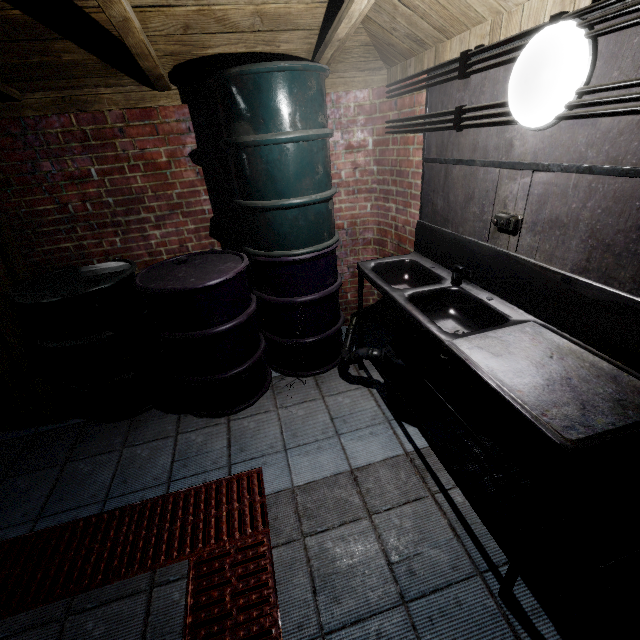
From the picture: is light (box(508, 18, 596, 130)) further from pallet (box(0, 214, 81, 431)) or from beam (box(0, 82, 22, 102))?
pallet (box(0, 214, 81, 431))

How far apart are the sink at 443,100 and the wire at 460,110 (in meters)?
0.03

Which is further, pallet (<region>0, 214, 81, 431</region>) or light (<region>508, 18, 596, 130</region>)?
pallet (<region>0, 214, 81, 431</region>)

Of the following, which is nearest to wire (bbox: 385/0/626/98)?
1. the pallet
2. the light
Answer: the light

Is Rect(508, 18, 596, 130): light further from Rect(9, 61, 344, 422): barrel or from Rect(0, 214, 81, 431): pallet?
Rect(0, 214, 81, 431): pallet

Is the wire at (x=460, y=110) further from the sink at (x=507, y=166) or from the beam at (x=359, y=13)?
the beam at (x=359, y=13)

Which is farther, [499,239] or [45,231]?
[45,231]

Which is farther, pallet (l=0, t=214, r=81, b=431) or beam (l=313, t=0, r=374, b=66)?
pallet (l=0, t=214, r=81, b=431)
